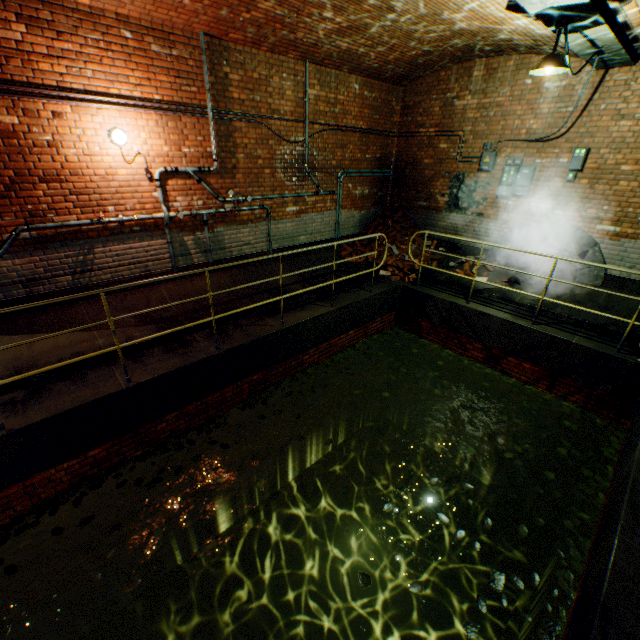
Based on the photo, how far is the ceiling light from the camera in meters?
3.9

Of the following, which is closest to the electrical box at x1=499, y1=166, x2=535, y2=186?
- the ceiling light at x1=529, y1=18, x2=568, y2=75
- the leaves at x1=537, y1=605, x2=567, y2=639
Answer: the ceiling light at x1=529, y1=18, x2=568, y2=75

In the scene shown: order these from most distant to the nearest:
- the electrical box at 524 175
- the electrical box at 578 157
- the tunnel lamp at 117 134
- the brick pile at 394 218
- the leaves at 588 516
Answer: the brick pile at 394 218, the electrical box at 524 175, the electrical box at 578 157, the tunnel lamp at 117 134, the leaves at 588 516

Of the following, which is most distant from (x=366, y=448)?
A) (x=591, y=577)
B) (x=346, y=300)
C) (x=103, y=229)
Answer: (x=103, y=229)

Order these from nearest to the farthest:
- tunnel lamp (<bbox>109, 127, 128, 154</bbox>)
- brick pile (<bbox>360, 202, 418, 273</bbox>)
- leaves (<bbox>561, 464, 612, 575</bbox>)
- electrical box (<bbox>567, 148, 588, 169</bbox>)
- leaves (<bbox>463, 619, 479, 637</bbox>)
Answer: leaves (<bbox>463, 619, 479, 637</bbox>) → leaves (<bbox>561, 464, 612, 575</bbox>) → tunnel lamp (<bbox>109, 127, 128, 154</bbox>) → electrical box (<bbox>567, 148, 588, 169</bbox>) → brick pile (<bbox>360, 202, 418, 273</bbox>)

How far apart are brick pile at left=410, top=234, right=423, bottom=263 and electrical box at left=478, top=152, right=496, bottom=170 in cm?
223

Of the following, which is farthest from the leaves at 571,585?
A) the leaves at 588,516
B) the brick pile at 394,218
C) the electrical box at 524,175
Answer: the electrical box at 524,175

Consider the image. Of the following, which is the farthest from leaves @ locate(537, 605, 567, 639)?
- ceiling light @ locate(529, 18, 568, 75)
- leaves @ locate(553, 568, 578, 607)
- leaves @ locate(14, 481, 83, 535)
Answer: ceiling light @ locate(529, 18, 568, 75)
